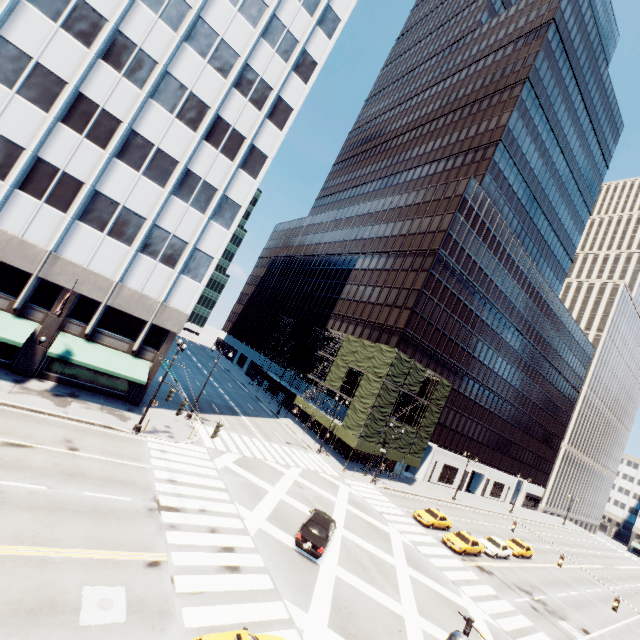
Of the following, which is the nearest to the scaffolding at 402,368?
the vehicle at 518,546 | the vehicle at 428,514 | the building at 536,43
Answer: the building at 536,43

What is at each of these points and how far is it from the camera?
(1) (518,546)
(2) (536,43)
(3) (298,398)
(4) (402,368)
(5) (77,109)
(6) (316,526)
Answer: (1) vehicle, 37.3m
(2) building, 57.7m
(3) scaffolding, 50.1m
(4) scaffolding, 40.5m
(5) building, 22.7m
(6) vehicle, 19.4m

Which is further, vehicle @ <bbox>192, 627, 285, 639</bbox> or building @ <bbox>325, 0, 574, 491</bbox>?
building @ <bbox>325, 0, 574, 491</bbox>

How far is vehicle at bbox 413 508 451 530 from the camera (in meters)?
32.12

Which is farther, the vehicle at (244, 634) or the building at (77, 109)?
the building at (77, 109)

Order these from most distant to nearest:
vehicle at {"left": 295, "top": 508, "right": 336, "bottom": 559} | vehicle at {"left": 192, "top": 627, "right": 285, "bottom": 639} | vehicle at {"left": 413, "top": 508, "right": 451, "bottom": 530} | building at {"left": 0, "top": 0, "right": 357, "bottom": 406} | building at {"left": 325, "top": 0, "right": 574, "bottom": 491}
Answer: building at {"left": 325, "top": 0, "right": 574, "bottom": 491} → vehicle at {"left": 413, "top": 508, "right": 451, "bottom": 530} → building at {"left": 0, "top": 0, "right": 357, "bottom": 406} → vehicle at {"left": 295, "top": 508, "right": 336, "bottom": 559} → vehicle at {"left": 192, "top": 627, "right": 285, "bottom": 639}

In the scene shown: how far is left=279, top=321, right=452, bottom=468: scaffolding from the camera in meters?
39.3 m

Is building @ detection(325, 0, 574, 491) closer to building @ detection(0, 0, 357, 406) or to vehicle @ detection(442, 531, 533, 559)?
vehicle @ detection(442, 531, 533, 559)
